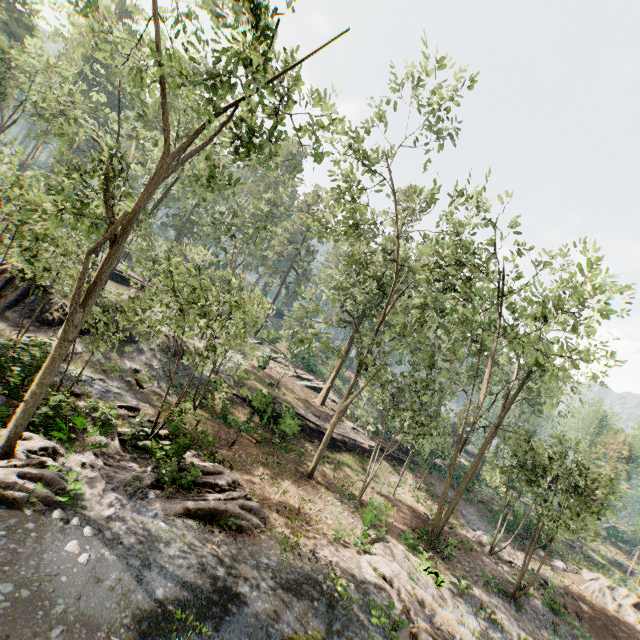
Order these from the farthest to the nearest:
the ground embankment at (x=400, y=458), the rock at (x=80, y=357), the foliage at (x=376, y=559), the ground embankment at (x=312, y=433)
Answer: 1. the ground embankment at (x=400, y=458)
2. the ground embankment at (x=312, y=433)
3. the rock at (x=80, y=357)
4. the foliage at (x=376, y=559)

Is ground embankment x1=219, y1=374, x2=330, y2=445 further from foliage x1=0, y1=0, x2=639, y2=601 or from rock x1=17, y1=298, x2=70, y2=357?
rock x1=17, y1=298, x2=70, y2=357

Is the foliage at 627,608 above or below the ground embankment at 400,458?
below

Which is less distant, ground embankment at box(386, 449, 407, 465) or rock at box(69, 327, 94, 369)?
rock at box(69, 327, 94, 369)

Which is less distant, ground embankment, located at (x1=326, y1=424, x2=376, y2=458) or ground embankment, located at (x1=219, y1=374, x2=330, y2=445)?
ground embankment, located at (x1=219, y1=374, x2=330, y2=445)

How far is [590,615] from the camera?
21.75m

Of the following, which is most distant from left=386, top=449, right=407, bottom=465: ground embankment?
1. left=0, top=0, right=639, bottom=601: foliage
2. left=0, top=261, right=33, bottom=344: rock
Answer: left=0, top=261, right=33, bottom=344: rock

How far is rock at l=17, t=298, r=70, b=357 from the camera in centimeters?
1346cm
